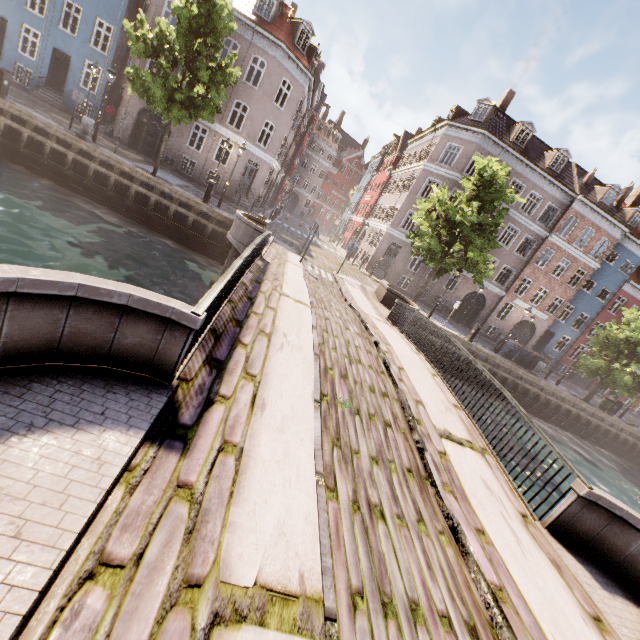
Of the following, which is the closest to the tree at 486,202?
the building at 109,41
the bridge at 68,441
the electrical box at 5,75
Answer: the bridge at 68,441

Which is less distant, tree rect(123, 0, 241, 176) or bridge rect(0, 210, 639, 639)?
bridge rect(0, 210, 639, 639)

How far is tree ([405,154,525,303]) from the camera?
16.80m

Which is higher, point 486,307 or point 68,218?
point 486,307

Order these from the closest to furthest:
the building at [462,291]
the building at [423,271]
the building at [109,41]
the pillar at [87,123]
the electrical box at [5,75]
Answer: the electrical box at [5,75] < the pillar at [87,123] < the building at [109,41] < the building at [423,271] < the building at [462,291]

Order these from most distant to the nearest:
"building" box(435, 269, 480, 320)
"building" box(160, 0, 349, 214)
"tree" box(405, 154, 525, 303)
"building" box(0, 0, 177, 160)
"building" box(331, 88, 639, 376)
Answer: "building" box(435, 269, 480, 320) → "building" box(331, 88, 639, 376) → "building" box(160, 0, 349, 214) → "building" box(0, 0, 177, 160) → "tree" box(405, 154, 525, 303)

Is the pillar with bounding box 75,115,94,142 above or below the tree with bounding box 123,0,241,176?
below

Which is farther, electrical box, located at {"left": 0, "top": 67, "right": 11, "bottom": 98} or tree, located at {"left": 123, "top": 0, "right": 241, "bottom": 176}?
electrical box, located at {"left": 0, "top": 67, "right": 11, "bottom": 98}
